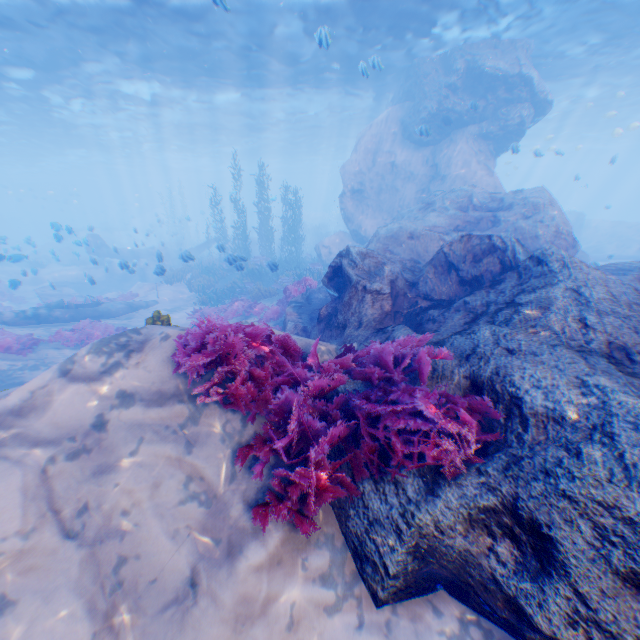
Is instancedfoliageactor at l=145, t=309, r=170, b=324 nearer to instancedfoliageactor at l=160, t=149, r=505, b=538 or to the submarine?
instancedfoliageactor at l=160, t=149, r=505, b=538

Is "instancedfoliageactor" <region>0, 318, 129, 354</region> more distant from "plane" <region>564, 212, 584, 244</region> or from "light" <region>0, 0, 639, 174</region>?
"plane" <region>564, 212, 584, 244</region>

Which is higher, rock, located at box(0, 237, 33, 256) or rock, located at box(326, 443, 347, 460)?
rock, located at box(0, 237, 33, 256)

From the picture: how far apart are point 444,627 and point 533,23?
22.32m

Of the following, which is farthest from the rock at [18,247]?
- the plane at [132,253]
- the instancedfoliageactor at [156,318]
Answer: the instancedfoliageactor at [156,318]

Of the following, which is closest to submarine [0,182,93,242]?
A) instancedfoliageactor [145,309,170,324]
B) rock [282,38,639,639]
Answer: rock [282,38,639,639]

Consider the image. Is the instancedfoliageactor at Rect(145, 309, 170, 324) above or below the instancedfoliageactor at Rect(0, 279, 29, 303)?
above

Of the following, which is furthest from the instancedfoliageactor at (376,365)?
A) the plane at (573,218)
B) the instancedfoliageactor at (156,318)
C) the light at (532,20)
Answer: the plane at (573,218)
